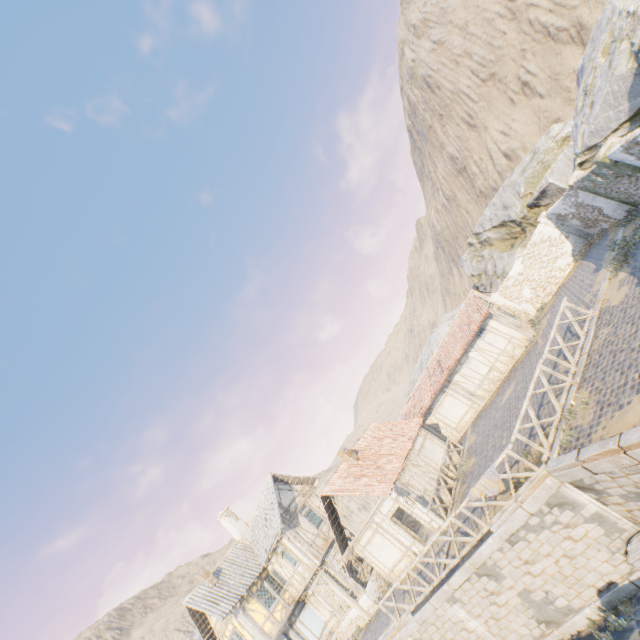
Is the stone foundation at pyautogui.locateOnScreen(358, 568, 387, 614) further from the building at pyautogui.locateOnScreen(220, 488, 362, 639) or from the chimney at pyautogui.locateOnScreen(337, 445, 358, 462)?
the chimney at pyautogui.locateOnScreen(337, 445, 358, 462)

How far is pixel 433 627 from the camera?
12.69m

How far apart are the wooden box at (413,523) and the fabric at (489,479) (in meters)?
10.94

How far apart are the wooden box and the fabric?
10.9 meters

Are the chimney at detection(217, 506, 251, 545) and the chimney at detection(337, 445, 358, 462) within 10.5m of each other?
no

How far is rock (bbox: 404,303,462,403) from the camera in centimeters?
3756cm

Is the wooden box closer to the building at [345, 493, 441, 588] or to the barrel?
the building at [345, 493, 441, 588]

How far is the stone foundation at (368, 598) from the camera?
19.0 meters
